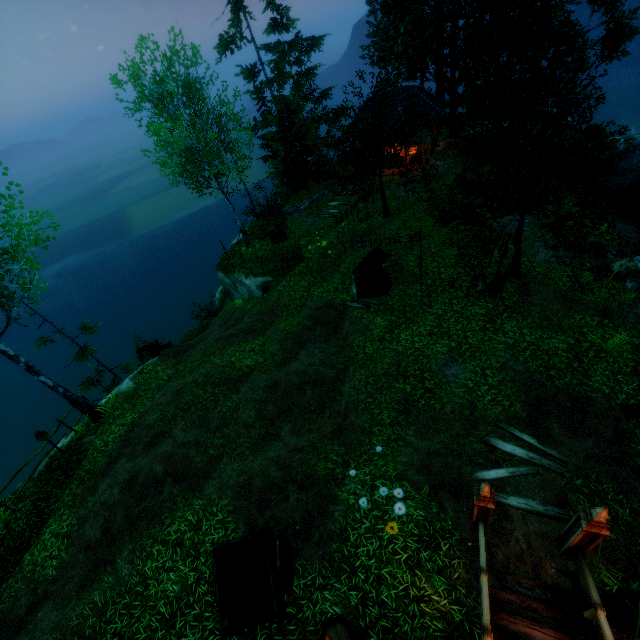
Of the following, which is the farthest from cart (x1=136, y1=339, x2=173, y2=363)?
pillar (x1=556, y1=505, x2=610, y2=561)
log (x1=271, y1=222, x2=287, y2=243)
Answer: pillar (x1=556, y1=505, x2=610, y2=561)

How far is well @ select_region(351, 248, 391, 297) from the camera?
14.0 meters

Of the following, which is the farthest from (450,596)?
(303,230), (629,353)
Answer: (303,230)

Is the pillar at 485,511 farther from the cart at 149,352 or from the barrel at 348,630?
the cart at 149,352

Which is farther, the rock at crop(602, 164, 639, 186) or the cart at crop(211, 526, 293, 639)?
the rock at crop(602, 164, 639, 186)

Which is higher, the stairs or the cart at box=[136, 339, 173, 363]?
the stairs

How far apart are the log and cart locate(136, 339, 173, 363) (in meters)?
8.79

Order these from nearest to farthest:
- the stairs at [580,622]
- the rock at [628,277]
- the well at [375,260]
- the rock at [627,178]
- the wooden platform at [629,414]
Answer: the stairs at [580,622] < the wooden platform at [629,414] < the rock at [628,277] < the well at [375,260] < the rock at [627,178]
